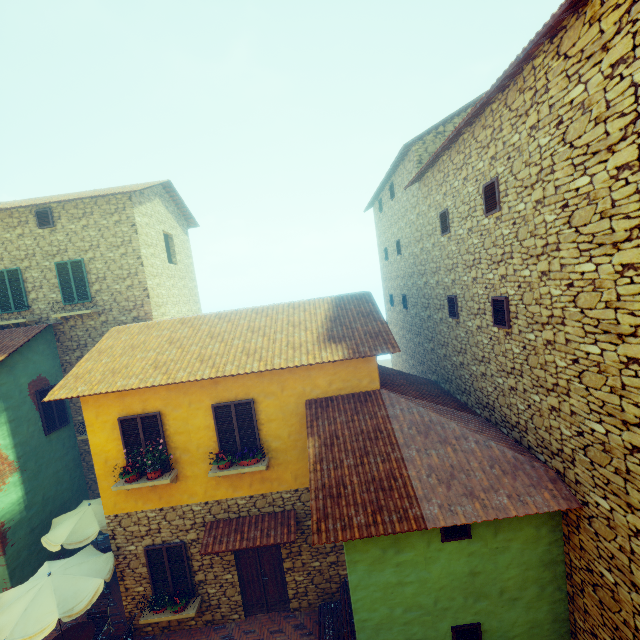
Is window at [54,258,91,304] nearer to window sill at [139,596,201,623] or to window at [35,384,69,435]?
window at [35,384,69,435]

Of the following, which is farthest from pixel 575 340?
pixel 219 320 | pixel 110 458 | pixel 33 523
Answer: pixel 33 523

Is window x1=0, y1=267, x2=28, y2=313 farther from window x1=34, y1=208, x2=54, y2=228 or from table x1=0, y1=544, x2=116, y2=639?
table x1=0, y1=544, x2=116, y2=639

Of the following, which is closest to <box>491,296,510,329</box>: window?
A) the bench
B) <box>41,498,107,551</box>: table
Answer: <box>41,498,107,551</box>: table

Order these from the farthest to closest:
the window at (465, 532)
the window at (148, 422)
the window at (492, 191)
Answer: the window at (148, 422)
the window at (492, 191)
the window at (465, 532)

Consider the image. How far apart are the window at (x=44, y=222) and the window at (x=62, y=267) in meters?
1.3

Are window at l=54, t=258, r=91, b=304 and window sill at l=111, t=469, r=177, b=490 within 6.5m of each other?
no

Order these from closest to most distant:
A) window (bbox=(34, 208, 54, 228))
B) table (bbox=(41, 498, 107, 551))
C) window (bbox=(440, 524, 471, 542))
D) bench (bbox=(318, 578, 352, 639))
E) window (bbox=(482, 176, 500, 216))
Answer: window (bbox=(440, 524, 471, 542)), window (bbox=(482, 176, 500, 216)), bench (bbox=(318, 578, 352, 639)), table (bbox=(41, 498, 107, 551)), window (bbox=(34, 208, 54, 228))
